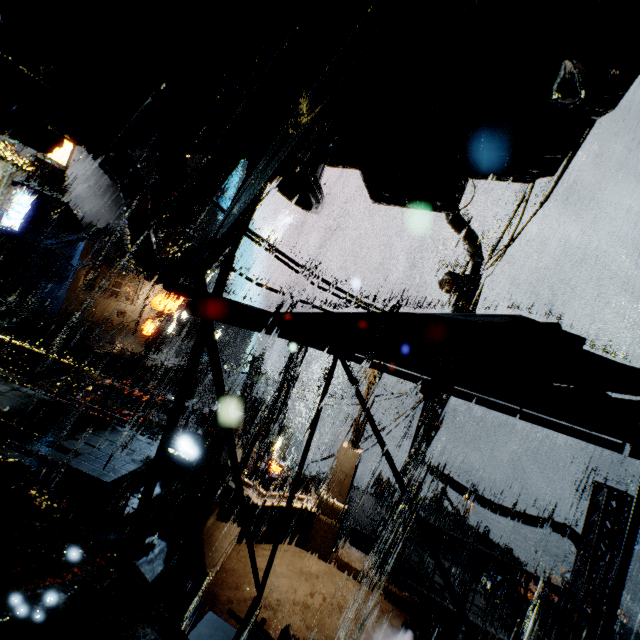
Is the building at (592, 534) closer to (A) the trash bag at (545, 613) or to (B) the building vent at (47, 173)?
(A) the trash bag at (545, 613)

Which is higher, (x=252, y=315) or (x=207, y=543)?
(x=252, y=315)

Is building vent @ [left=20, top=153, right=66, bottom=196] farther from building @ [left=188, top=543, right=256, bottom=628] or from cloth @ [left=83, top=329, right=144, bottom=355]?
cloth @ [left=83, top=329, right=144, bottom=355]

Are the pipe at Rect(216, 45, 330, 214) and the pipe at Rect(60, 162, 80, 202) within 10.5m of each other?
no

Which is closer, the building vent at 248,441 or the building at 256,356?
the building at 256,356

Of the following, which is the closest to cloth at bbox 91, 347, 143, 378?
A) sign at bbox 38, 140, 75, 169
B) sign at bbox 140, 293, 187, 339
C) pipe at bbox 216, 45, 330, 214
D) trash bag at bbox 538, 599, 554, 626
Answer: sign at bbox 140, 293, 187, 339

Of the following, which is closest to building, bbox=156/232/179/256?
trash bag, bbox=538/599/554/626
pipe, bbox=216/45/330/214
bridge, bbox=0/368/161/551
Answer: bridge, bbox=0/368/161/551

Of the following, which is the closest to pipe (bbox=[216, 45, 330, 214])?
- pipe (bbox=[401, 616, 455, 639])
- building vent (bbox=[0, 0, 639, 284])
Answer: building vent (bbox=[0, 0, 639, 284])
